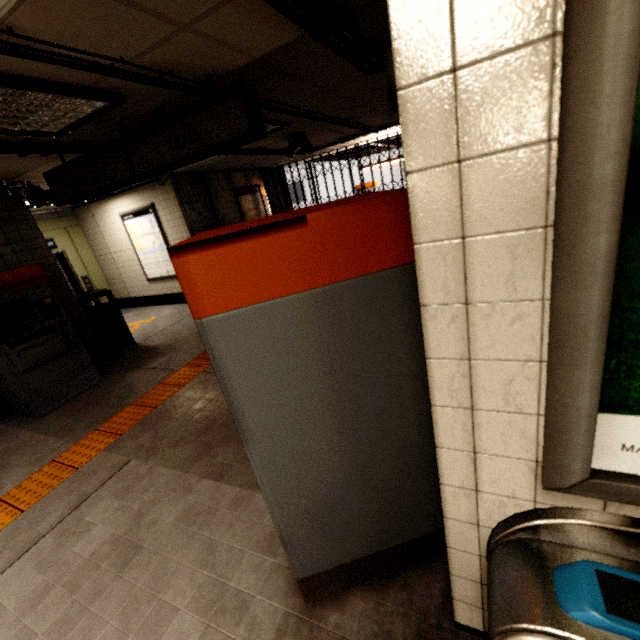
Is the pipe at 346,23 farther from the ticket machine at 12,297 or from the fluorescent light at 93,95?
the ticket machine at 12,297

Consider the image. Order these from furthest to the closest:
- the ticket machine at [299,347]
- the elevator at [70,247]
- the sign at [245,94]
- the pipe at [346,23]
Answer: the elevator at [70,247], the sign at [245,94], the pipe at [346,23], the ticket machine at [299,347]

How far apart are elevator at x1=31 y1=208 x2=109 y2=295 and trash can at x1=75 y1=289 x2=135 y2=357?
3.1 meters

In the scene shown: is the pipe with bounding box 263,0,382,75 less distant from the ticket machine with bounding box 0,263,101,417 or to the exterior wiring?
the exterior wiring

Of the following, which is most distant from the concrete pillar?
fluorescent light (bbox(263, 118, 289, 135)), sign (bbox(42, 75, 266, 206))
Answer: sign (bbox(42, 75, 266, 206))

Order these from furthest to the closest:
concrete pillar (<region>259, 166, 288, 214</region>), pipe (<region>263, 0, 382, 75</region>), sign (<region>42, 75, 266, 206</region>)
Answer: concrete pillar (<region>259, 166, 288, 214</region>) → sign (<region>42, 75, 266, 206</region>) → pipe (<region>263, 0, 382, 75</region>)

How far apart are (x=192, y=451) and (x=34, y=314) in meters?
3.3 m

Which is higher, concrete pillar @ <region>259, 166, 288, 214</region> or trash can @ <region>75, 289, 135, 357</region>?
concrete pillar @ <region>259, 166, 288, 214</region>
